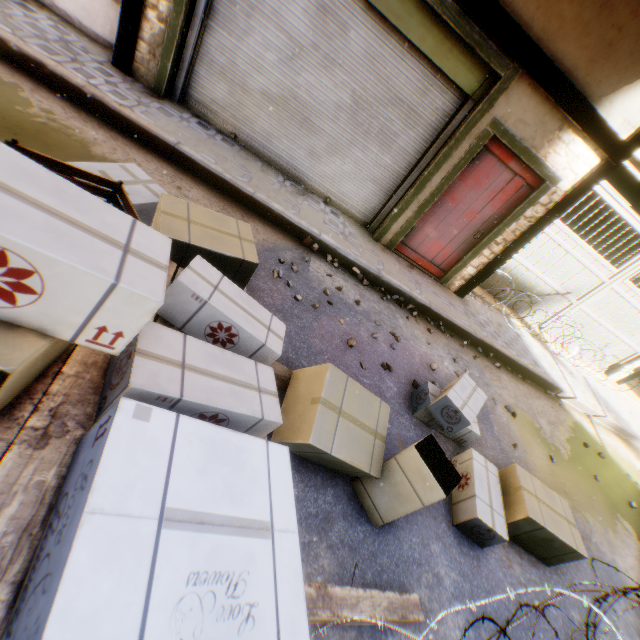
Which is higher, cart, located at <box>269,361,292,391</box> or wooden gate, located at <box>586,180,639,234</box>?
wooden gate, located at <box>586,180,639,234</box>

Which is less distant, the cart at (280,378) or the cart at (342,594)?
the cart at (342,594)

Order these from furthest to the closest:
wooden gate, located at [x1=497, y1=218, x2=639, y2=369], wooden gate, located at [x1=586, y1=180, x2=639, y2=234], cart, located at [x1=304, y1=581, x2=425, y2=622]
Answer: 1. wooden gate, located at [x1=497, y1=218, x2=639, y2=369]
2. wooden gate, located at [x1=586, y1=180, x2=639, y2=234]
3. cart, located at [x1=304, y1=581, x2=425, y2=622]

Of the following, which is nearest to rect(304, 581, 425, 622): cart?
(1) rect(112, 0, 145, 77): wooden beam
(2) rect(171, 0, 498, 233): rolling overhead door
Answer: (1) rect(112, 0, 145, 77): wooden beam

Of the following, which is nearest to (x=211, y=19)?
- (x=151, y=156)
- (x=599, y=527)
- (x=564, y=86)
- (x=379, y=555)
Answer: (x=151, y=156)

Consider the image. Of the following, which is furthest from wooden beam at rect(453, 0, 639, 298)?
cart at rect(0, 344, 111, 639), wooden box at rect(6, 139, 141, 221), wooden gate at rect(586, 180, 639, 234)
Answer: wooden box at rect(6, 139, 141, 221)

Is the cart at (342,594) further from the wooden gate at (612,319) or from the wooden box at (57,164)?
the wooden gate at (612,319)

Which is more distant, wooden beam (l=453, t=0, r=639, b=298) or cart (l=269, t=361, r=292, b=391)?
wooden beam (l=453, t=0, r=639, b=298)
